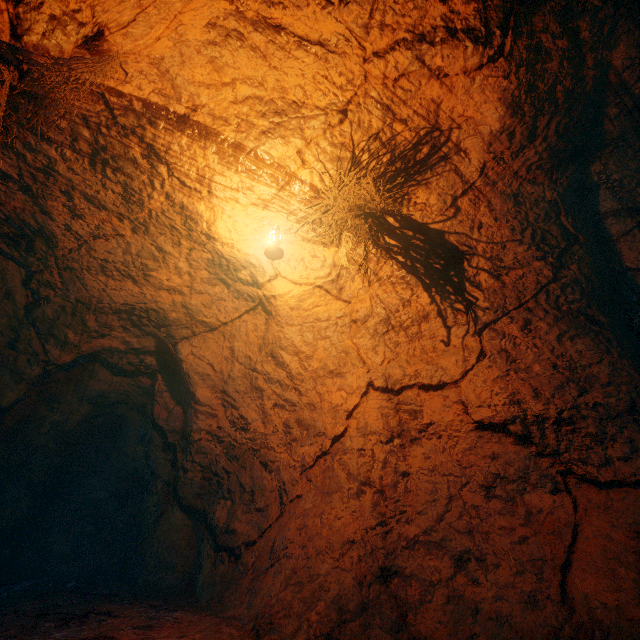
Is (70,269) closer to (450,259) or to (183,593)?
(183,593)
